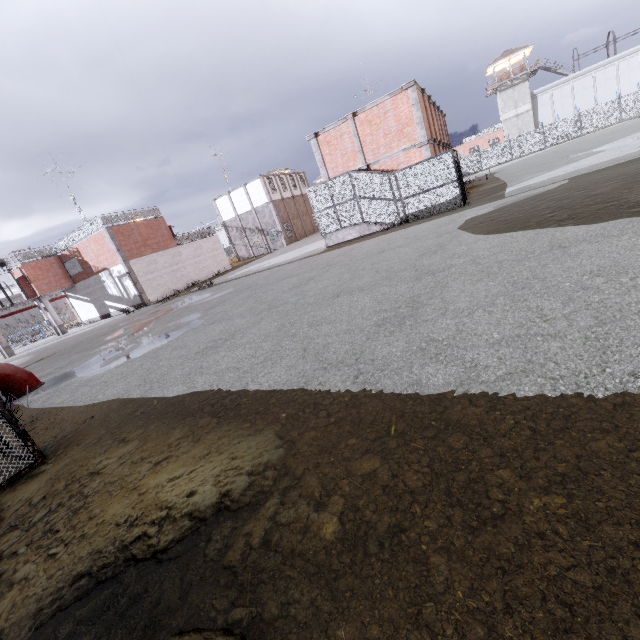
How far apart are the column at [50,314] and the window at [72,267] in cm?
276

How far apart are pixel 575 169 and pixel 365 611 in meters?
19.5 m

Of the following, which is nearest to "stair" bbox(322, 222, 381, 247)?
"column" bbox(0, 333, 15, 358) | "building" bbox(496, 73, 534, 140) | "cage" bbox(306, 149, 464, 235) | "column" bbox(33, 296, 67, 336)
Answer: "cage" bbox(306, 149, 464, 235)

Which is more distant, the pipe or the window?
the window

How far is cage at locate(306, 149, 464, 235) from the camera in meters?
16.9 m

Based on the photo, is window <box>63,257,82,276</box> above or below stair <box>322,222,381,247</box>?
above

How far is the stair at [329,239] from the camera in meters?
19.5

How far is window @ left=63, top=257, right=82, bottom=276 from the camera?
30.6m
